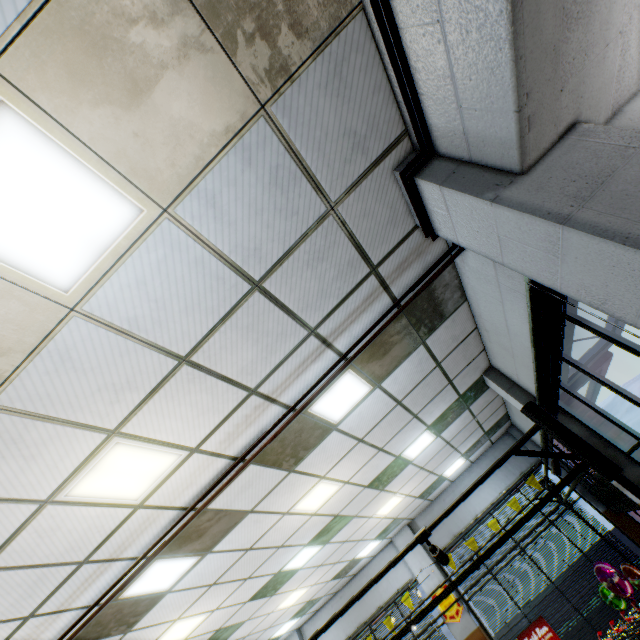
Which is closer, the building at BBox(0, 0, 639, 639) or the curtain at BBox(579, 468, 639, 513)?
the building at BBox(0, 0, 639, 639)

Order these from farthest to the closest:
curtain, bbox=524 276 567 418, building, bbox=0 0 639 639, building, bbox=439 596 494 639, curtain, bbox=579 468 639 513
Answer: building, bbox=439 596 494 639 < curtain, bbox=579 468 639 513 < curtain, bbox=524 276 567 418 < building, bbox=0 0 639 639

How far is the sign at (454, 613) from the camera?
8.7m

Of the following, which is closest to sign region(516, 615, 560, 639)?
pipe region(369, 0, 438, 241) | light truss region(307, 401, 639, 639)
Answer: light truss region(307, 401, 639, 639)

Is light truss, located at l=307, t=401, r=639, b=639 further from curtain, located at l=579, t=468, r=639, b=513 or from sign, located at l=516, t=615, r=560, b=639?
sign, located at l=516, t=615, r=560, b=639

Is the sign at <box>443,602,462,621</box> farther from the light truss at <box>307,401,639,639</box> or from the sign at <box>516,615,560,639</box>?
the sign at <box>516,615,560,639</box>

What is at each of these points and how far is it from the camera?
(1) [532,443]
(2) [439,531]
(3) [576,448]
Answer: (1) building, 9.59m
(2) building, 9.97m
(3) light truss, 2.88m

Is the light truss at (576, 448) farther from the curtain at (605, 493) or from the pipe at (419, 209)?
the pipe at (419, 209)
